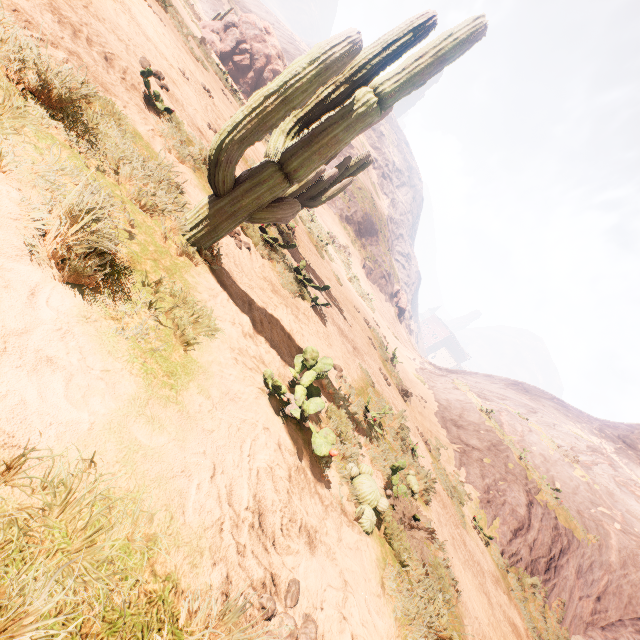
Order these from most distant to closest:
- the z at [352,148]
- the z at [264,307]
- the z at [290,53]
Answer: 1. the z at [290,53]
2. the z at [352,148]
3. the z at [264,307]

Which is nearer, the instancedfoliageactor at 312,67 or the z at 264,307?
the z at 264,307

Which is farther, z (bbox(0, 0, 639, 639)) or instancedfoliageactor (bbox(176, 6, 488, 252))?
instancedfoliageactor (bbox(176, 6, 488, 252))

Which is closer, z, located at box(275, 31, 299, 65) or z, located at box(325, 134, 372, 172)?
z, located at box(325, 134, 372, 172)

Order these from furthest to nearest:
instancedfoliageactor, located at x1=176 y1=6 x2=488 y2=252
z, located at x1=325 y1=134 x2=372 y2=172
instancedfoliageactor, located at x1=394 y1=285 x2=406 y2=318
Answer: instancedfoliageactor, located at x1=394 y1=285 x2=406 y2=318
z, located at x1=325 y1=134 x2=372 y2=172
instancedfoliageactor, located at x1=176 y1=6 x2=488 y2=252

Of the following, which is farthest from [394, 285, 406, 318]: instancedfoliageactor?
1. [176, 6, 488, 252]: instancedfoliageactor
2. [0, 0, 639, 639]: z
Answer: [176, 6, 488, 252]: instancedfoliageactor

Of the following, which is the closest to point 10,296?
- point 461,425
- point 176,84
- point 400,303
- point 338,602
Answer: point 338,602
